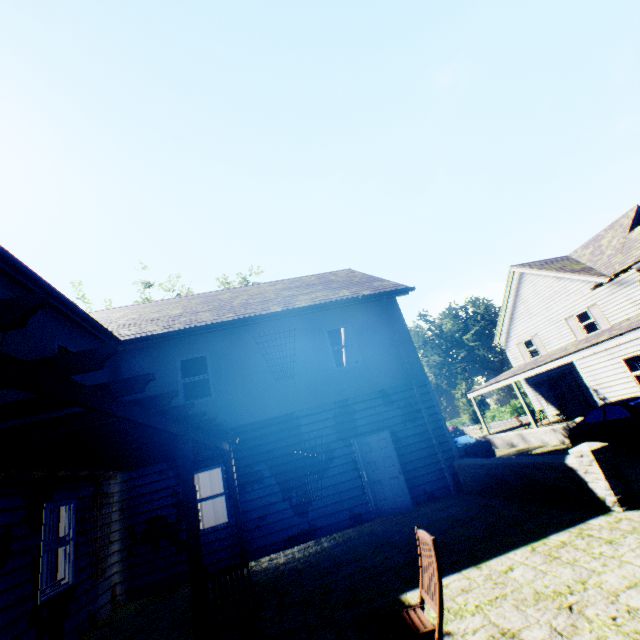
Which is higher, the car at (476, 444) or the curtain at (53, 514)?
the curtain at (53, 514)

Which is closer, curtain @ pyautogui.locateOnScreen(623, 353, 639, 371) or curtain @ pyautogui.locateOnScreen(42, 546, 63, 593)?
curtain @ pyautogui.locateOnScreen(42, 546, 63, 593)

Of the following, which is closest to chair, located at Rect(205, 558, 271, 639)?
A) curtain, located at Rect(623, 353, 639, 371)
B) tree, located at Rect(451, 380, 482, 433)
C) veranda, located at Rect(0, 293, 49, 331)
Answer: veranda, located at Rect(0, 293, 49, 331)

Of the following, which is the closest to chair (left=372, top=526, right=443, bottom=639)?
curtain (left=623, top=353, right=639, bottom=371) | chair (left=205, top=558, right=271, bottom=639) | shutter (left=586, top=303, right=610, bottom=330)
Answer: chair (left=205, top=558, right=271, bottom=639)

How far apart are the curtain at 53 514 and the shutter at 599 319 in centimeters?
2604cm

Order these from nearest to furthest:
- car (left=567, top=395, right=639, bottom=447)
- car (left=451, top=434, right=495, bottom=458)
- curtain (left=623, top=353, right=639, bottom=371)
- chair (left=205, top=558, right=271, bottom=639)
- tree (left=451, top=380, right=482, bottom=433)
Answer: chair (left=205, top=558, right=271, bottom=639)
car (left=567, top=395, right=639, bottom=447)
curtain (left=623, top=353, right=639, bottom=371)
car (left=451, top=434, right=495, bottom=458)
tree (left=451, top=380, right=482, bottom=433)

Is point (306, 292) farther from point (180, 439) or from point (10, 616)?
point (10, 616)

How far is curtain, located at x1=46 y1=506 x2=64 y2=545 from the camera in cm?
654
